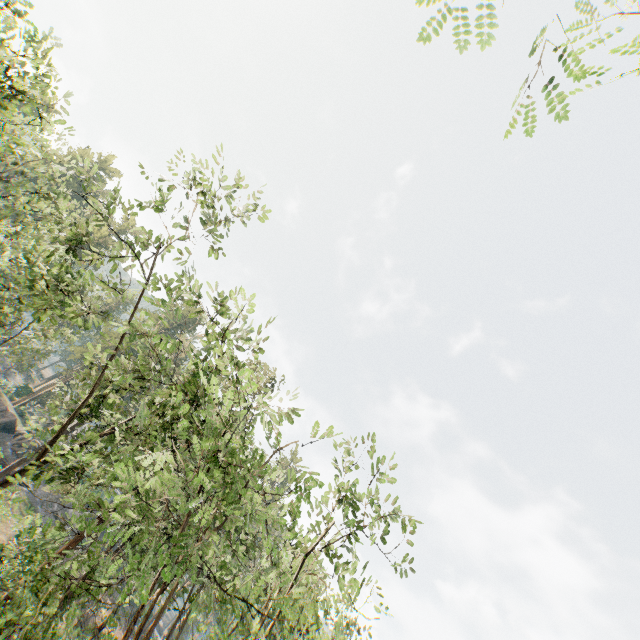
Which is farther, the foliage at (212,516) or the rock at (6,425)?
the rock at (6,425)

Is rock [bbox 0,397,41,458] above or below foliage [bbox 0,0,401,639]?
below

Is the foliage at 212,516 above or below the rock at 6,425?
above

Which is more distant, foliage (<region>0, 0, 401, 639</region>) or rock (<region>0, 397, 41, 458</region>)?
rock (<region>0, 397, 41, 458</region>)

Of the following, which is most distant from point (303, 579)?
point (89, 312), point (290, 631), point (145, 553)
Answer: point (89, 312)
